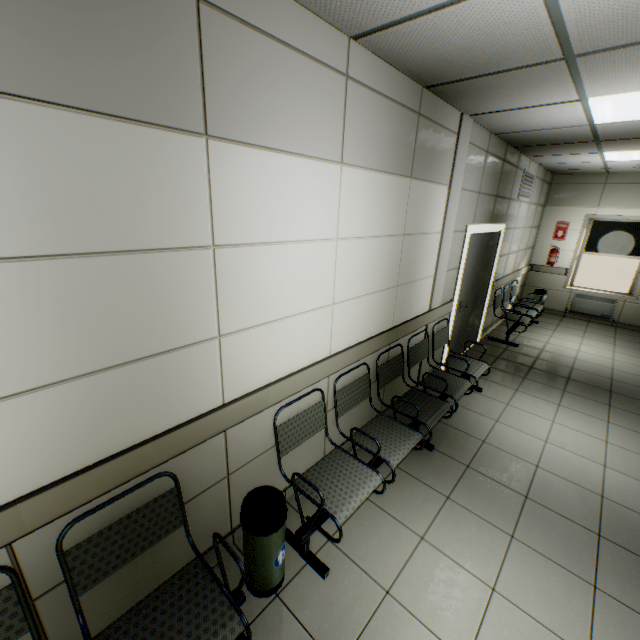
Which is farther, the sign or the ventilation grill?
the sign

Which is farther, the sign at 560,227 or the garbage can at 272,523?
the sign at 560,227

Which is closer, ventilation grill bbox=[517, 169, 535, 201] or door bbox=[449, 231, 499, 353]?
door bbox=[449, 231, 499, 353]

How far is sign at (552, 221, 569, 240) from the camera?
7.7 meters

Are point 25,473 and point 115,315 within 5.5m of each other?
yes

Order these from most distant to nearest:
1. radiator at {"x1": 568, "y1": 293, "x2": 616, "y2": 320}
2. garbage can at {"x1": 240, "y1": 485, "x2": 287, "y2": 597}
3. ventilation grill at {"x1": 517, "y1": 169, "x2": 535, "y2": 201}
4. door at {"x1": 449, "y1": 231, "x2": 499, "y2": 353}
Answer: radiator at {"x1": 568, "y1": 293, "x2": 616, "y2": 320} < ventilation grill at {"x1": 517, "y1": 169, "x2": 535, "y2": 201} < door at {"x1": 449, "y1": 231, "x2": 499, "y2": 353} < garbage can at {"x1": 240, "y1": 485, "x2": 287, "y2": 597}

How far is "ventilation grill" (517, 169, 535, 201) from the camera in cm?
566

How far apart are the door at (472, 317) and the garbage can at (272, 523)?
3.72m
